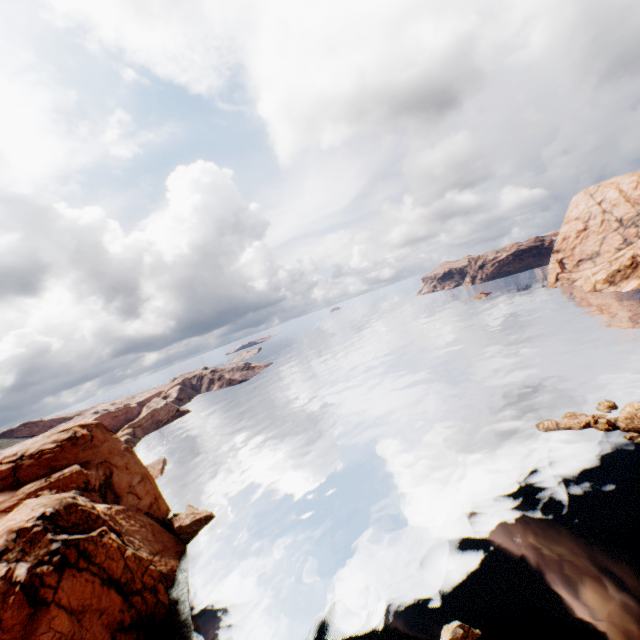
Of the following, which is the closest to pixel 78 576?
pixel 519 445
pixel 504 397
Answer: pixel 519 445

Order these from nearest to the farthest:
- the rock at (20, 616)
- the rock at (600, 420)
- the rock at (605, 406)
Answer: the rock at (20, 616) → the rock at (600, 420) → the rock at (605, 406)

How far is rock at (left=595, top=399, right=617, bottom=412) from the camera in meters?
38.6 m

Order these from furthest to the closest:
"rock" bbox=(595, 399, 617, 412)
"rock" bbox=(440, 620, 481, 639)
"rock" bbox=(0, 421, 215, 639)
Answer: "rock" bbox=(595, 399, 617, 412), "rock" bbox=(0, 421, 215, 639), "rock" bbox=(440, 620, 481, 639)

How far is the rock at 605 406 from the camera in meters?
38.6

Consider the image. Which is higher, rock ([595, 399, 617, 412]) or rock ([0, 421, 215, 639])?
rock ([0, 421, 215, 639])

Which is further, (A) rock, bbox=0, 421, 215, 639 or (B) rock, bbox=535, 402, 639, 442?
(B) rock, bbox=535, 402, 639, 442
